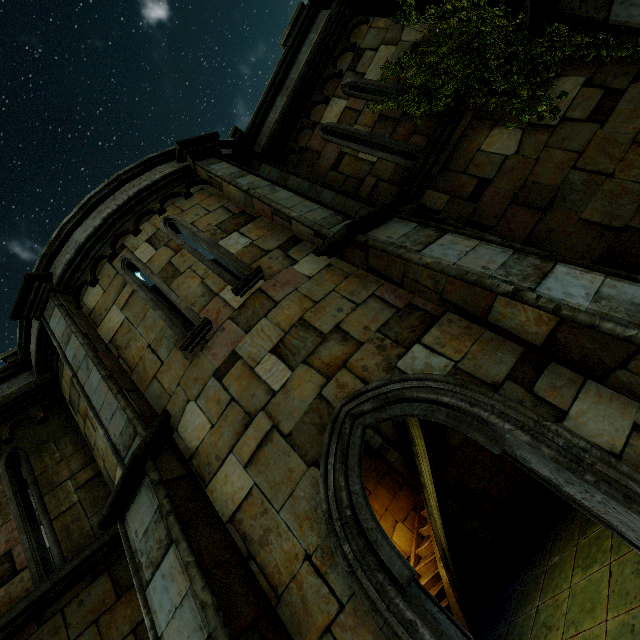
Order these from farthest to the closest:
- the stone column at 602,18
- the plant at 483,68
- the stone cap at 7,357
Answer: the stone cap at 7,357 → the plant at 483,68 → the stone column at 602,18

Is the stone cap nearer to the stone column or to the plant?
the plant

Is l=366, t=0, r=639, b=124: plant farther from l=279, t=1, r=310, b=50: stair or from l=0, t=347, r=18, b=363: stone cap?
l=0, t=347, r=18, b=363: stone cap

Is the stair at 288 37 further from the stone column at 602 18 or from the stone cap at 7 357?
the stone cap at 7 357

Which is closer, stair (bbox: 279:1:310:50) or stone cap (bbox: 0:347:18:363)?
stone cap (bbox: 0:347:18:363)

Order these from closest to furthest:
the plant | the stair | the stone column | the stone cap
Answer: the stone column → the plant → the stone cap → the stair

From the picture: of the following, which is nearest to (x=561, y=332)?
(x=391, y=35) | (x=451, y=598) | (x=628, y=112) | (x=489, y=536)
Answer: (x=628, y=112)
